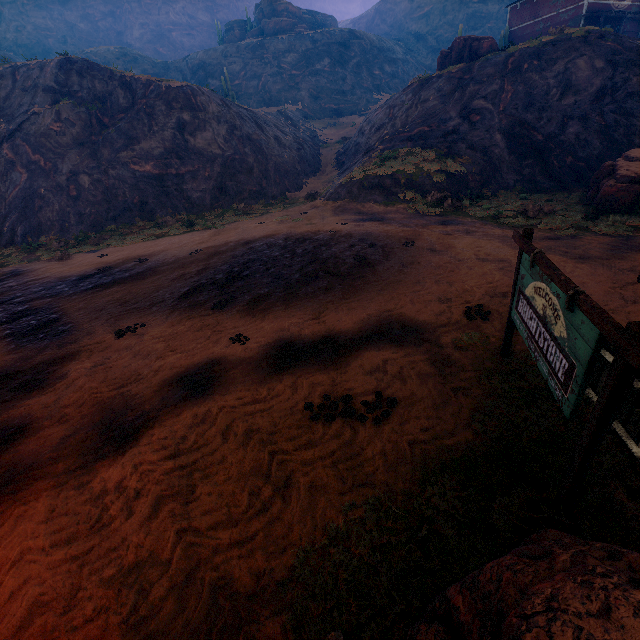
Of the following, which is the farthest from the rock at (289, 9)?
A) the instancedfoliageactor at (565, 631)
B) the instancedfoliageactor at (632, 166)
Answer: the instancedfoliageactor at (565, 631)

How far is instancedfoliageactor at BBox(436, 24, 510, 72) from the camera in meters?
25.2 m

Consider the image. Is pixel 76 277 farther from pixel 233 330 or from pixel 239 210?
pixel 239 210

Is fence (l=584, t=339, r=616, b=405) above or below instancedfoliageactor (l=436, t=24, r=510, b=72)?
below

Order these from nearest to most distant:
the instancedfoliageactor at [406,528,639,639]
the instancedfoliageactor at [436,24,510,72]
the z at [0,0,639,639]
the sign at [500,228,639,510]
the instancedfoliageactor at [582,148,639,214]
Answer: the instancedfoliageactor at [406,528,639,639], the sign at [500,228,639,510], the z at [0,0,639,639], the instancedfoliageactor at [582,148,639,214], the instancedfoliageactor at [436,24,510,72]

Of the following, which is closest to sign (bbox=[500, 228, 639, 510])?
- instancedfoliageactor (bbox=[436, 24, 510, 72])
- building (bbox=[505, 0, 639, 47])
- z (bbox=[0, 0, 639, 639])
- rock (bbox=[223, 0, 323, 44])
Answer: z (bbox=[0, 0, 639, 639])

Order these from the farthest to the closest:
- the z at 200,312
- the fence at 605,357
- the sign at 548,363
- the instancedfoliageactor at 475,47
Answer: the instancedfoliageactor at 475,47 → the fence at 605,357 → the z at 200,312 → the sign at 548,363

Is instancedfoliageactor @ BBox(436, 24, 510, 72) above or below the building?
below
